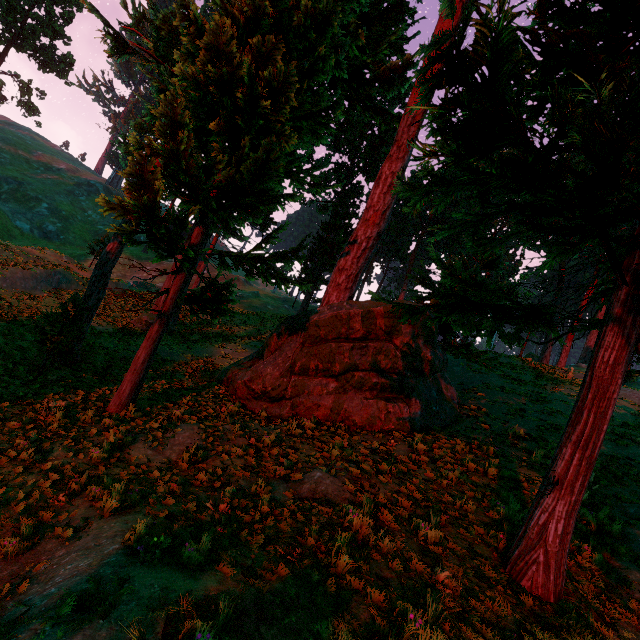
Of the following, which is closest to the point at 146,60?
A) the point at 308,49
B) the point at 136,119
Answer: the point at 136,119
